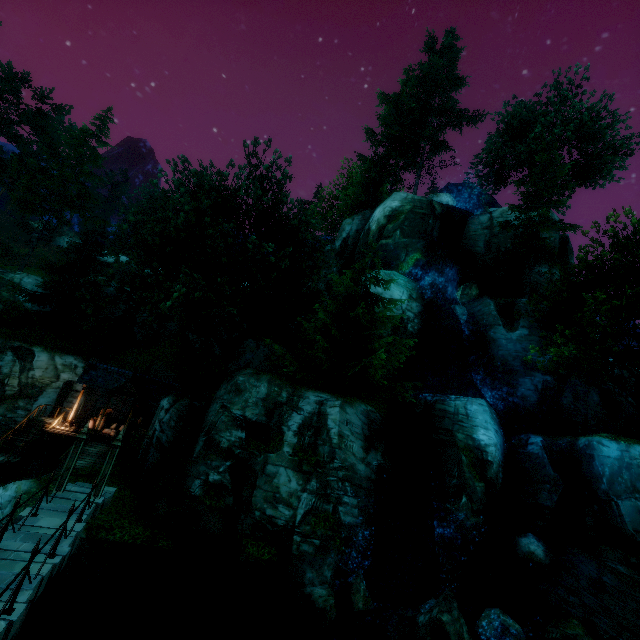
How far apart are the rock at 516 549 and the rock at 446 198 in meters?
25.7

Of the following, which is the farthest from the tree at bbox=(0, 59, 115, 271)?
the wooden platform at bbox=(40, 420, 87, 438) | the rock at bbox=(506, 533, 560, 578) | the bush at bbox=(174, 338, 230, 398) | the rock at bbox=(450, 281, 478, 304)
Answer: the rock at bbox=(506, 533, 560, 578)

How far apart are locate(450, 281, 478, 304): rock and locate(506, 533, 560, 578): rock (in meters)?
15.07

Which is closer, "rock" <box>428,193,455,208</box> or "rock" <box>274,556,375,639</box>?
"rock" <box>274,556,375,639</box>

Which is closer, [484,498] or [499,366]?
[484,498]

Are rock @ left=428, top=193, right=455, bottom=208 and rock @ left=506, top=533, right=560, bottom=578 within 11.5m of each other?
no

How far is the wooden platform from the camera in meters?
19.8

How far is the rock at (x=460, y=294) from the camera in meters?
25.3
